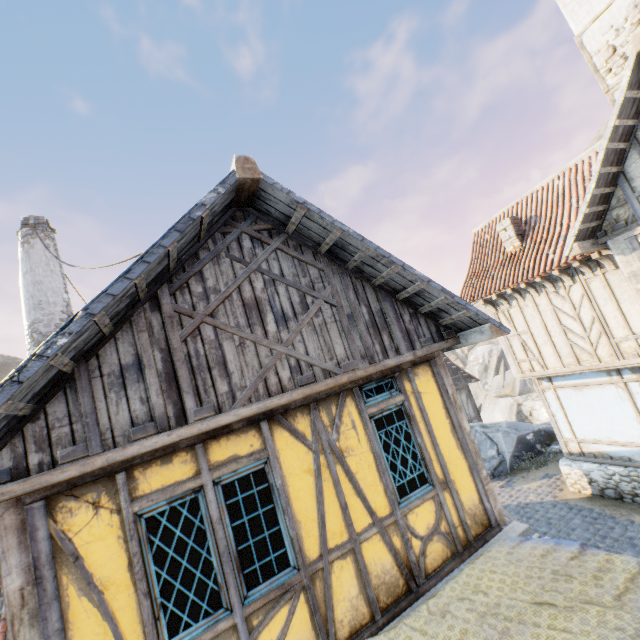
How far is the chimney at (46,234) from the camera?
8.1m

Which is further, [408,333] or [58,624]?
[408,333]

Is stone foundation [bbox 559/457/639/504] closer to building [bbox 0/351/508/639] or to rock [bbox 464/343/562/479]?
rock [bbox 464/343/562/479]

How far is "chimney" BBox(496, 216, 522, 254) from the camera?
10.8 meters

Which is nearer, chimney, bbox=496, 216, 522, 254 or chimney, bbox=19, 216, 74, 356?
chimney, bbox=19, 216, 74, 356

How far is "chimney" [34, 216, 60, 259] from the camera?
8.1m

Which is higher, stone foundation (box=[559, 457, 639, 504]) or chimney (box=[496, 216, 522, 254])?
chimney (box=[496, 216, 522, 254])

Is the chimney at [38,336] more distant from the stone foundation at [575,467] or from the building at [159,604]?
the stone foundation at [575,467]
